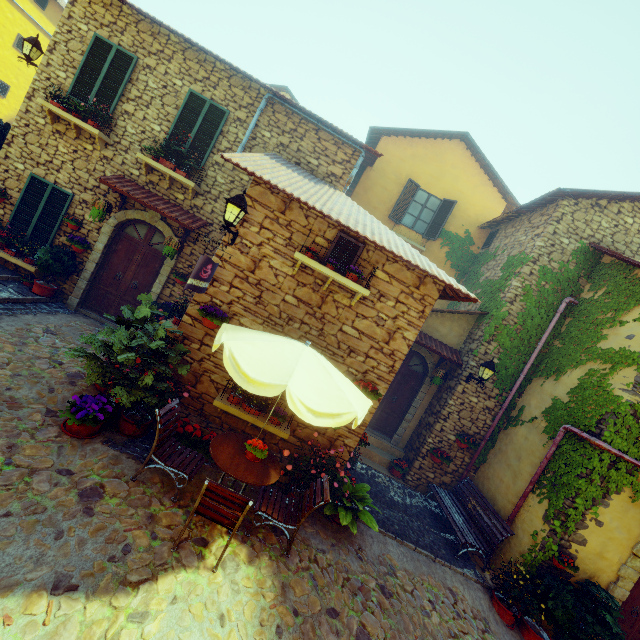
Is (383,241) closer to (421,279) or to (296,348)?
(421,279)

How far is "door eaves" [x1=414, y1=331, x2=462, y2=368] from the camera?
9.3 meters

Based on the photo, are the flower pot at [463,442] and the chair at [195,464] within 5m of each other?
no

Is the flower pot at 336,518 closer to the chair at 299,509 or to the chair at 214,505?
the chair at 299,509

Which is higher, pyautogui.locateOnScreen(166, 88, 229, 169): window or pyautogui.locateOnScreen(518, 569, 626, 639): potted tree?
pyautogui.locateOnScreen(166, 88, 229, 169): window

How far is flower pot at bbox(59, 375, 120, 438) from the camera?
4.8m

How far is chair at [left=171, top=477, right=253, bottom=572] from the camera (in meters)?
3.79

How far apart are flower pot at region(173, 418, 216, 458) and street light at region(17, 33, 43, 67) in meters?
9.4 m
